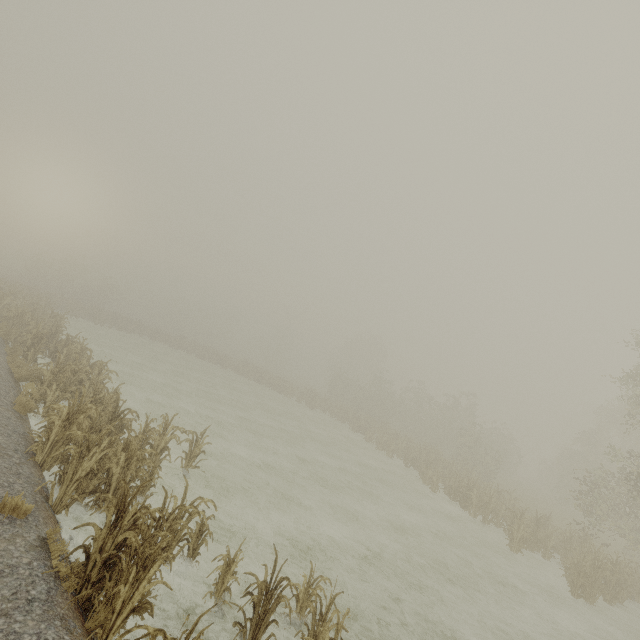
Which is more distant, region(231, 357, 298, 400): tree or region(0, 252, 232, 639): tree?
region(231, 357, 298, 400): tree

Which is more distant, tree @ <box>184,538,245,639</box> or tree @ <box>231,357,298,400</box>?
tree @ <box>231,357,298,400</box>

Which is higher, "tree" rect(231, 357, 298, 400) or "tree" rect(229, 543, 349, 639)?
"tree" rect(231, 357, 298, 400)

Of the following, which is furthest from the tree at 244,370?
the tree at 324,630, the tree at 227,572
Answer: the tree at 324,630

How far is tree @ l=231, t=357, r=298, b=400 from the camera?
36.25m

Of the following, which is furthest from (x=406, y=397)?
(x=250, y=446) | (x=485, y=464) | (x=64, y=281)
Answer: (x=64, y=281)

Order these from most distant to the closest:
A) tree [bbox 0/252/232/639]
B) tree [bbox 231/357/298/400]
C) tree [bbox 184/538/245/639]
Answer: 1. tree [bbox 231/357/298/400]
2. tree [bbox 0/252/232/639]
3. tree [bbox 184/538/245/639]

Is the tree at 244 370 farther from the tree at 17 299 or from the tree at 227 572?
the tree at 227 572
